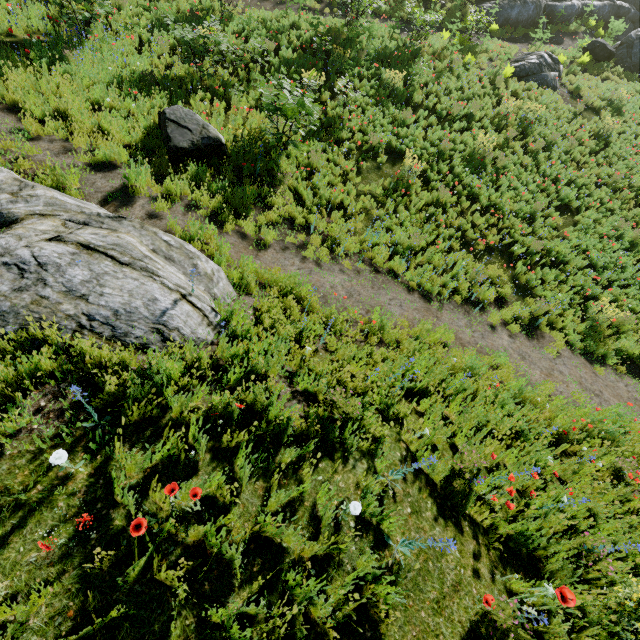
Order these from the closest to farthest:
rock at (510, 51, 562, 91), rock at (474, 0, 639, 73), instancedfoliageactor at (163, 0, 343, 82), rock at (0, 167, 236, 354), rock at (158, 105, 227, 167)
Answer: rock at (0, 167, 236, 354) < rock at (158, 105, 227, 167) < instancedfoliageactor at (163, 0, 343, 82) < rock at (510, 51, 562, 91) < rock at (474, 0, 639, 73)

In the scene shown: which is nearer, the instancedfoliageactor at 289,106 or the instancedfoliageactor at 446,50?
the instancedfoliageactor at 289,106

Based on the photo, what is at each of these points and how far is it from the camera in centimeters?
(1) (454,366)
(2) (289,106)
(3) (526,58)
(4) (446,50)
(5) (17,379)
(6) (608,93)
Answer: (1) instancedfoliageactor, 596cm
(2) instancedfoliageactor, 764cm
(3) rock, 1603cm
(4) instancedfoliageactor, 1467cm
(5) instancedfoliageactor, 279cm
(6) instancedfoliageactor, 1606cm

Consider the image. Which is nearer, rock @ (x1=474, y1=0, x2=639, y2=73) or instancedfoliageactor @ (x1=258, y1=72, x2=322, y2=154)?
instancedfoliageactor @ (x1=258, y1=72, x2=322, y2=154)

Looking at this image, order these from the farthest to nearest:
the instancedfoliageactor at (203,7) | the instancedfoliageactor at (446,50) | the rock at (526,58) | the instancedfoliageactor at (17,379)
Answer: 1. the rock at (526,58)
2. the instancedfoliageactor at (446,50)
3. the instancedfoliageactor at (203,7)
4. the instancedfoliageactor at (17,379)

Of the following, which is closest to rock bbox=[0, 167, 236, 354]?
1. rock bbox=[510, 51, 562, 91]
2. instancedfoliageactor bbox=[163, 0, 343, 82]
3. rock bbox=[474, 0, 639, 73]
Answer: instancedfoliageactor bbox=[163, 0, 343, 82]

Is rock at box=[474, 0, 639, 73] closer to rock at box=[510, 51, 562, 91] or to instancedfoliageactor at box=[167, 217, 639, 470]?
rock at box=[510, 51, 562, 91]

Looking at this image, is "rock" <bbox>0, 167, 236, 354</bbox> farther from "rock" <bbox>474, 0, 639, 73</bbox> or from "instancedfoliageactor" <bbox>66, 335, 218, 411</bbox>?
"rock" <bbox>474, 0, 639, 73</bbox>
